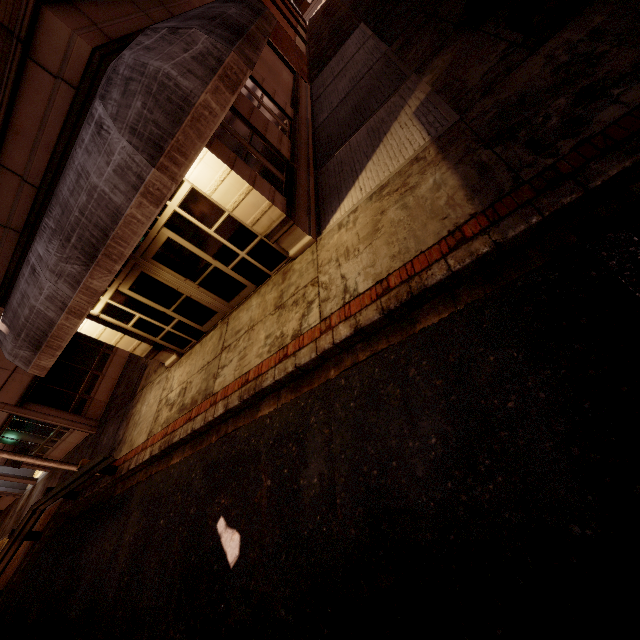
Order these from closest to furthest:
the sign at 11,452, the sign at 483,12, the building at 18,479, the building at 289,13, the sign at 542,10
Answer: the sign at 542,10
the sign at 483,12
the sign at 11,452
the building at 18,479
the building at 289,13

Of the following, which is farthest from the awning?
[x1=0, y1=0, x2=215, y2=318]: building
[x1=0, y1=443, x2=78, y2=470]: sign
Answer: [x1=0, y1=443, x2=78, y2=470]: sign

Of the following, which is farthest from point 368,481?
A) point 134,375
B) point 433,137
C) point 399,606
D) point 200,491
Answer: point 134,375

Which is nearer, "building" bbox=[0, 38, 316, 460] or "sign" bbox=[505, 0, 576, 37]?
"sign" bbox=[505, 0, 576, 37]

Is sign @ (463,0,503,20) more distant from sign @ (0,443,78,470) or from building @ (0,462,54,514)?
sign @ (0,443,78,470)

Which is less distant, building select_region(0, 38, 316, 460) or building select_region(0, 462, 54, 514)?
building select_region(0, 38, 316, 460)

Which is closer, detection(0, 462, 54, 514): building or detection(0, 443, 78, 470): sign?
detection(0, 443, 78, 470): sign

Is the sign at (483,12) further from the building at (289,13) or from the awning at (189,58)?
the building at (289,13)
